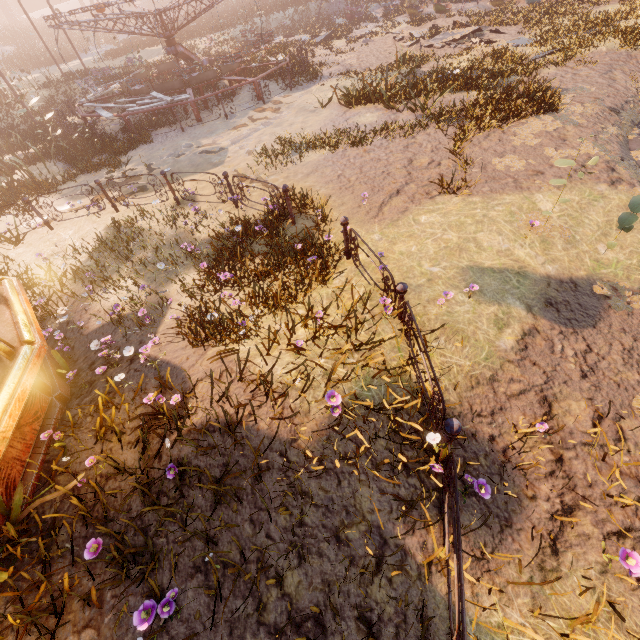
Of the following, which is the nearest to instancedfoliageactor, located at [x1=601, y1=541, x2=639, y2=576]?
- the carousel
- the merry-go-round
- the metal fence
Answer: the metal fence

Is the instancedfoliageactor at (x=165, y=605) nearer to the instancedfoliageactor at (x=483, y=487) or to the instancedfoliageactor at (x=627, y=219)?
the instancedfoliageactor at (x=483, y=487)

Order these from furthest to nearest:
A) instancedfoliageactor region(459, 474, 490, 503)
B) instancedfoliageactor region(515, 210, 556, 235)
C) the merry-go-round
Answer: the merry-go-round, instancedfoliageactor region(515, 210, 556, 235), instancedfoliageactor region(459, 474, 490, 503)

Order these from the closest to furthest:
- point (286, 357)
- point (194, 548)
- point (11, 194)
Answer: point (194, 548) < point (286, 357) < point (11, 194)

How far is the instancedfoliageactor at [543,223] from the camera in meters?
5.8

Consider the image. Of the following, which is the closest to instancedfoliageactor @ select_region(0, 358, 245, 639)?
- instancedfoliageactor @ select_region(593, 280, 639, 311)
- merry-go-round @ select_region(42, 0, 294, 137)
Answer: instancedfoliageactor @ select_region(593, 280, 639, 311)

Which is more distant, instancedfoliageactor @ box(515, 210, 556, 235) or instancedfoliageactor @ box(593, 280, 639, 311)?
instancedfoliageactor @ box(515, 210, 556, 235)

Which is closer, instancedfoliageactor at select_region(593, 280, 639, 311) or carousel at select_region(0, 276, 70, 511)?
carousel at select_region(0, 276, 70, 511)
